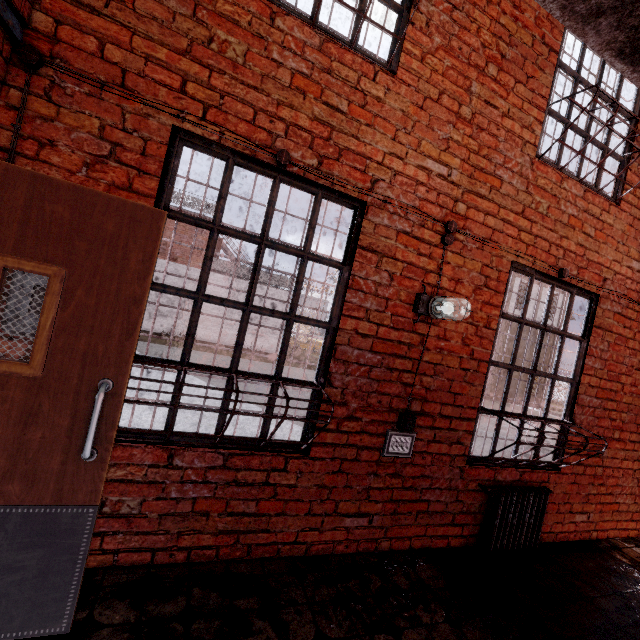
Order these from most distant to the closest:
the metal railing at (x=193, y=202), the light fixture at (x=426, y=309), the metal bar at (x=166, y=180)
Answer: the metal railing at (x=193, y=202), the light fixture at (x=426, y=309), the metal bar at (x=166, y=180)

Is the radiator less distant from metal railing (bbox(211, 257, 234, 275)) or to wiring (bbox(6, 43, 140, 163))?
wiring (bbox(6, 43, 140, 163))

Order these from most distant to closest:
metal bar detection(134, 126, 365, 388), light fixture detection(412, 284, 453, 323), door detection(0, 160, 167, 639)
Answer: light fixture detection(412, 284, 453, 323), metal bar detection(134, 126, 365, 388), door detection(0, 160, 167, 639)

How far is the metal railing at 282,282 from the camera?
20.4m

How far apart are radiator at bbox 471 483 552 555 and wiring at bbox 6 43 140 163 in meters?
2.8 m

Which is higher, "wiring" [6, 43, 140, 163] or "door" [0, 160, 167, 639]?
"wiring" [6, 43, 140, 163]

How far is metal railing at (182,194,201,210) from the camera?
18.3 meters

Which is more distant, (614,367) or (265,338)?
(265,338)
